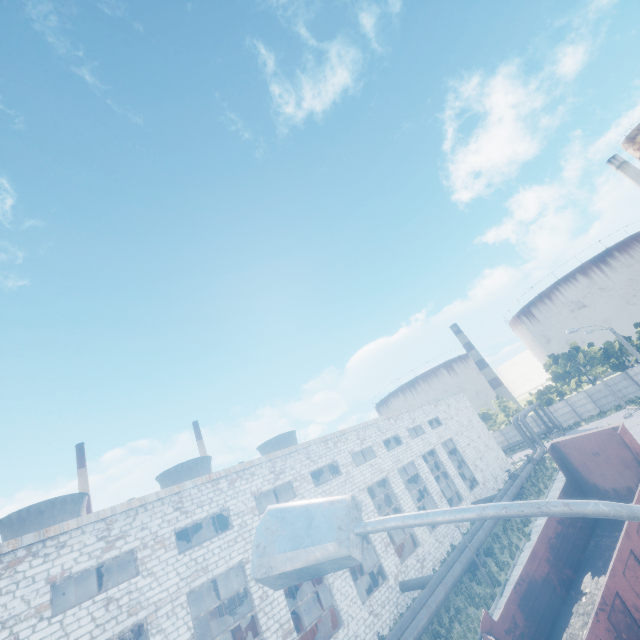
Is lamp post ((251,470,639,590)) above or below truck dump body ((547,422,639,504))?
above

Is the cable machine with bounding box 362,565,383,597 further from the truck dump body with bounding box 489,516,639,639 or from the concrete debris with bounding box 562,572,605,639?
the concrete debris with bounding box 562,572,605,639

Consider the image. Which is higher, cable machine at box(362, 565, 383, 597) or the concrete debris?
the concrete debris

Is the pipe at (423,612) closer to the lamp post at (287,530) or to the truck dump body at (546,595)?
the lamp post at (287,530)

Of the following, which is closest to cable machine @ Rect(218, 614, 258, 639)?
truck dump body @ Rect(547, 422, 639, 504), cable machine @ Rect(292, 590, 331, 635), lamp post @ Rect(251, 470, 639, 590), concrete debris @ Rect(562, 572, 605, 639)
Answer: cable machine @ Rect(292, 590, 331, 635)

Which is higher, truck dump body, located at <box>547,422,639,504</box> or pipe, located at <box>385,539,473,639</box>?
truck dump body, located at <box>547,422,639,504</box>

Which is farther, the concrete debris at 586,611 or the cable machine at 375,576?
the cable machine at 375,576

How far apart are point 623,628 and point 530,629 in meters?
3.1
